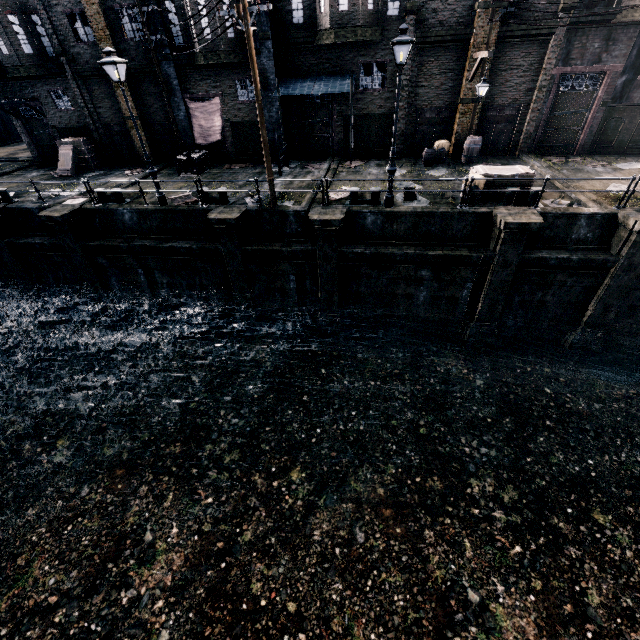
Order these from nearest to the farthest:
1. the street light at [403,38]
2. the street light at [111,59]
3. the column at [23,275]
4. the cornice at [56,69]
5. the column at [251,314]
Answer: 1. the street light at [403,38]
2. the street light at [111,59]
3. the column at [251,314]
4. the column at [23,275]
5. the cornice at [56,69]

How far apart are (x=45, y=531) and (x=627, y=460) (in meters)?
20.39

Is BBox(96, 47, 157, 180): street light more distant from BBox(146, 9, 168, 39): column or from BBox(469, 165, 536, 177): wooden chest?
BBox(469, 165, 536, 177): wooden chest

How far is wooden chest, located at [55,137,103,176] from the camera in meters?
21.5

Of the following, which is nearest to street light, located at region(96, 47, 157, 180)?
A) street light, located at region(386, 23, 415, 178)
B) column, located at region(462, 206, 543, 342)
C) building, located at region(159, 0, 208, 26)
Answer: building, located at region(159, 0, 208, 26)

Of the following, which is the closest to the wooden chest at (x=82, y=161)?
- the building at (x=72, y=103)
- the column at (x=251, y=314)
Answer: the building at (x=72, y=103)

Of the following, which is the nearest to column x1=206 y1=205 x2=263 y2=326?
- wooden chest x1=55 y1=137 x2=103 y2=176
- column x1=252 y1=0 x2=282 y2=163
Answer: column x1=252 y1=0 x2=282 y2=163

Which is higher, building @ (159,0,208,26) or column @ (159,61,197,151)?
building @ (159,0,208,26)
